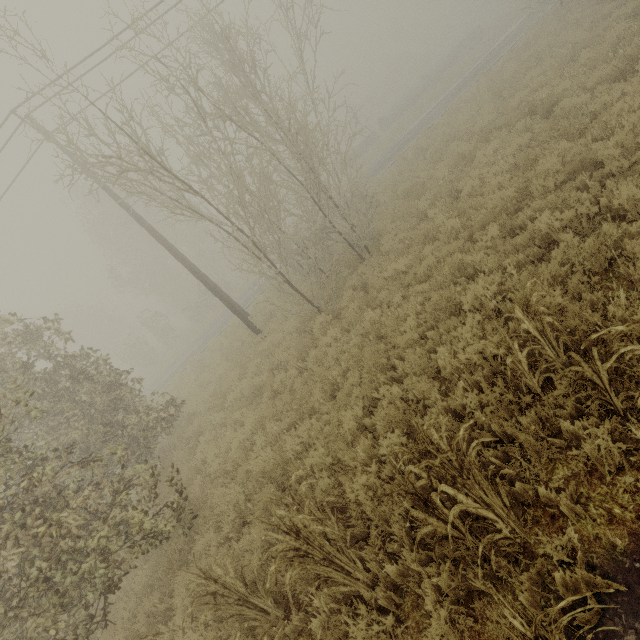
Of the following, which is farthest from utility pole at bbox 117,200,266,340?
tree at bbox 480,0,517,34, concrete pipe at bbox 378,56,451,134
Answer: tree at bbox 480,0,517,34

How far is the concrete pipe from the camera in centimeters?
3828cm

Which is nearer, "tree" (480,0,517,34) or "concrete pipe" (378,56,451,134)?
"concrete pipe" (378,56,451,134)

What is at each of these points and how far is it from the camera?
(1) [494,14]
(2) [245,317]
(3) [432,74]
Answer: (1) tree, 48.9m
(2) utility pole, 13.4m
(3) concrete pipe, 39.3m

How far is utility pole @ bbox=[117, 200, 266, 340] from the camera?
13.2 meters

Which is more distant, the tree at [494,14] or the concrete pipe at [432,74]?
the tree at [494,14]

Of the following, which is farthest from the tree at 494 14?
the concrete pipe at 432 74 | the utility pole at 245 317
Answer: the utility pole at 245 317
